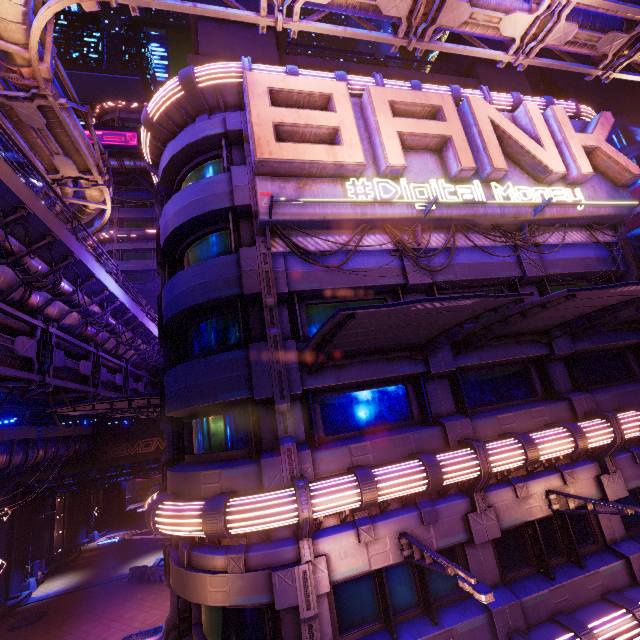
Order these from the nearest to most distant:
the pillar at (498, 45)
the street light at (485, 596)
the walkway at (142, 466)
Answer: the street light at (485, 596)
the pillar at (498, 45)
the walkway at (142, 466)

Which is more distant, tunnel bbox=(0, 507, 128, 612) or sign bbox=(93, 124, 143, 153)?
sign bbox=(93, 124, 143, 153)

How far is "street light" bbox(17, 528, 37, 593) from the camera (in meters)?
27.41

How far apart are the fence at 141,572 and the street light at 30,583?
10.5m

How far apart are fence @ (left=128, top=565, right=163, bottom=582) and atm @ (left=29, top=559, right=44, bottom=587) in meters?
11.2

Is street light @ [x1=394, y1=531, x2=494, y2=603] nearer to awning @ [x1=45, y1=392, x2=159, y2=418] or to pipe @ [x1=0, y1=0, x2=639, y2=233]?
awning @ [x1=45, y1=392, x2=159, y2=418]

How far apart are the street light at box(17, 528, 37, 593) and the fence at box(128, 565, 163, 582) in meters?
10.5

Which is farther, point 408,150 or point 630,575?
point 408,150
